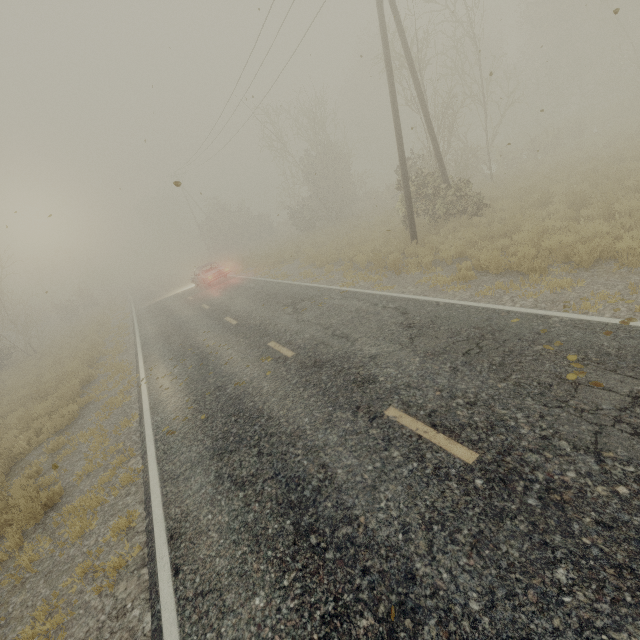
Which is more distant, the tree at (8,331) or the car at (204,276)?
the tree at (8,331)

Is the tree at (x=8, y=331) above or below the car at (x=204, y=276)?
above

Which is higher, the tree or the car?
the tree

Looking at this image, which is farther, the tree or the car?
the tree

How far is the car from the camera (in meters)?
21.91

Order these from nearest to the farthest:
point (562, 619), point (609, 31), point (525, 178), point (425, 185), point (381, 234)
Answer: point (562, 619) → point (425, 185) → point (525, 178) → point (381, 234) → point (609, 31)
